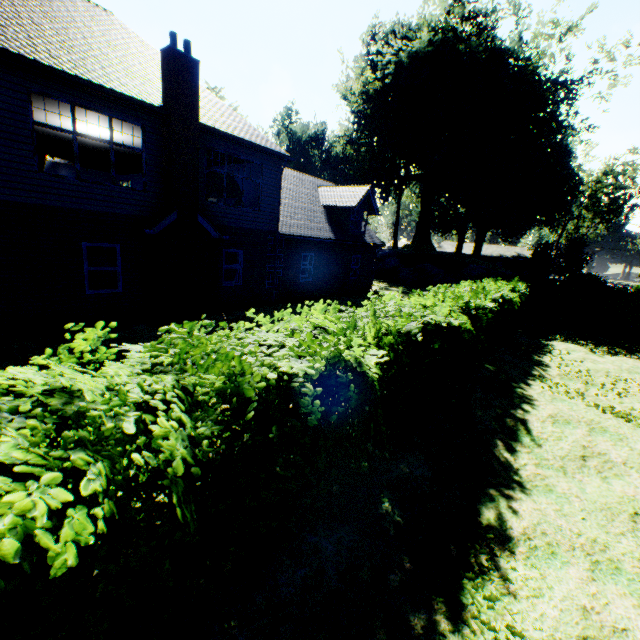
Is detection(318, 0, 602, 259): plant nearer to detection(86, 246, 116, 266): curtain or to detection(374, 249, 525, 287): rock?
detection(374, 249, 525, 287): rock

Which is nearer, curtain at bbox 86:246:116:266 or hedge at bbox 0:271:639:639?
hedge at bbox 0:271:639:639

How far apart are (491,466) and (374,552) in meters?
3.1 m

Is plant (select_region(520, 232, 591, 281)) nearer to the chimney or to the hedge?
the hedge

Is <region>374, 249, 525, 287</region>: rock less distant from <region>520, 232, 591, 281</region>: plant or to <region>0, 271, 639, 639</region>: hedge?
<region>520, 232, 591, 281</region>: plant

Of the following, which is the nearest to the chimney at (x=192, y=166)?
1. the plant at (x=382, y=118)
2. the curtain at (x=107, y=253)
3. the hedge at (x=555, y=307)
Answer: the curtain at (x=107, y=253)

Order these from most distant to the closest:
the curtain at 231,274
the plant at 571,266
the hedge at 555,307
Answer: the plant at 571,266, the curtain at 231,274, the hedge at 555,307
